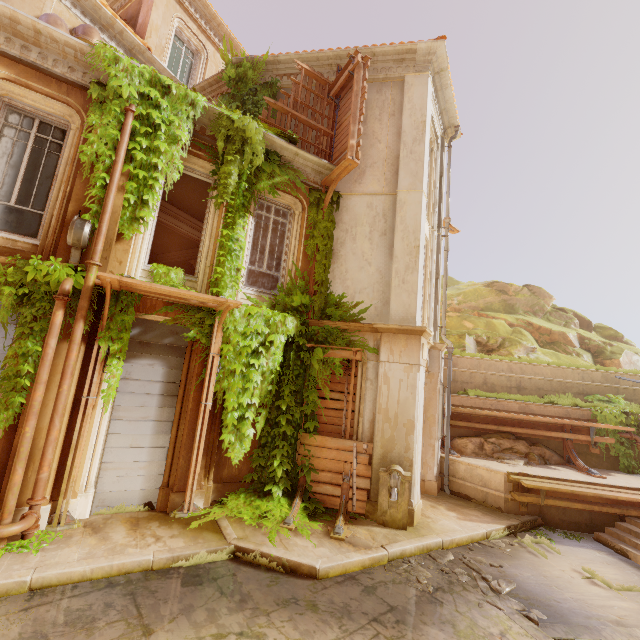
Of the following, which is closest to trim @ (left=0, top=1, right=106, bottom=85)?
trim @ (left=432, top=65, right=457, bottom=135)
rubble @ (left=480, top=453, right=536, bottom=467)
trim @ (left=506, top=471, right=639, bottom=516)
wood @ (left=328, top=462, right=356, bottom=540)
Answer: trim @ (left=432, top=65, right=457, bottom=135)

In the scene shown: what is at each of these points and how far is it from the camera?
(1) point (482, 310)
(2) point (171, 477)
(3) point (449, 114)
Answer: (1) rock, 24.2m
(2) column, 6.8m
(3) trim, 11.4m

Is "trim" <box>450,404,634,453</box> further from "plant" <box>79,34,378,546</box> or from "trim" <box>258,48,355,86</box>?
"trim" <box>258,48,355,86</box>

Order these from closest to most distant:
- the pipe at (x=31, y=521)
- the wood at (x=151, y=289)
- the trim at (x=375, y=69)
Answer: the pipe at (x=31, y=521)
the wood at (x=151, y=289)
the trim at (x=375, y=69)

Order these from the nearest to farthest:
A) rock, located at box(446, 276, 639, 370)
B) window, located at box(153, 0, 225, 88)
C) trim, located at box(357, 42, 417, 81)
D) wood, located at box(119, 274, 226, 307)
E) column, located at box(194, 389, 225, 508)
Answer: wood, located at box(119, 274, 226, 307) → column, located at box(194, 389, 225, 508) → trim, located at box(357, 42, 417, 81) → window, located at box(153, 0, 225, 88) → rock, located at box(446, 276, 639, 370)

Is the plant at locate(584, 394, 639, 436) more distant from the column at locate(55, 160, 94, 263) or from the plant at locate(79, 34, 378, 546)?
the column at locate(55, 160, 94, 263)

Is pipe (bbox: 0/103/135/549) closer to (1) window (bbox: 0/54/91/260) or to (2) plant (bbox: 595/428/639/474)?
(1) window (bbox: 0/54/91/260)

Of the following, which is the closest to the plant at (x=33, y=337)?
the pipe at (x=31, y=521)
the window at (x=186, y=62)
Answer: the pipe at (x=31, y=521)
